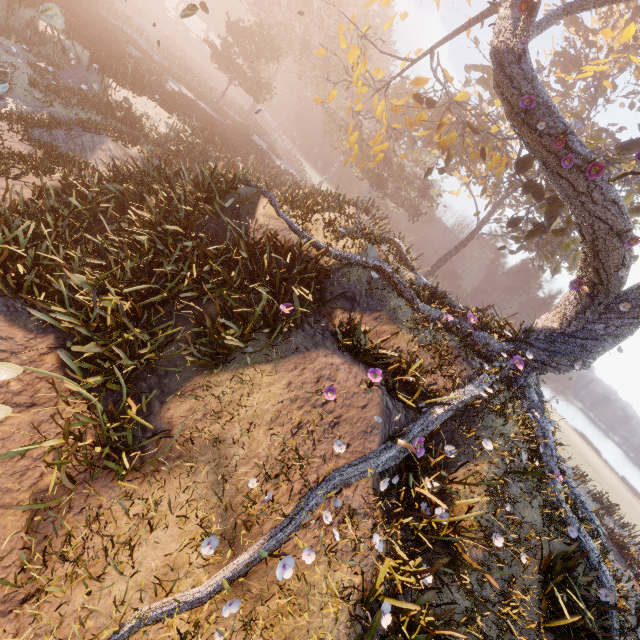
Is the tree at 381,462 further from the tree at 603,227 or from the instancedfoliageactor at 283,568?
the tree at 603,227

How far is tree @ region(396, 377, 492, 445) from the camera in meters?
6.8 m

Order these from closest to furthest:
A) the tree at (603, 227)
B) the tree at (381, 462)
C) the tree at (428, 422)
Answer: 1. the tree at (381, 462)
2. the tree at (428, 422)
3. the tree at (603, 227)

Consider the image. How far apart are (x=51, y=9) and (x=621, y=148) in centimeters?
1558cm

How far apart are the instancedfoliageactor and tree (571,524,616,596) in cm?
762

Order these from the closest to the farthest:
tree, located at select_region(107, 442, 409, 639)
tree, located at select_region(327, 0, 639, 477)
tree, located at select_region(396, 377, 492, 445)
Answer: tree, located at select_region(107, 442, 409, 639), tree, located at select_region(396, 377, 492, 445), tree, located at select_region(327, 0, 639, 477)

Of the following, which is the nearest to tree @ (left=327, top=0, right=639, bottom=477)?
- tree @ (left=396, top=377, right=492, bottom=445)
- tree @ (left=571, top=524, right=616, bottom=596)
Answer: tree @ (left=571, top=524, right=616, bottom=596)

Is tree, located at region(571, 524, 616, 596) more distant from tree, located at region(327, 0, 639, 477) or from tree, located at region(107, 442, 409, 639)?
tree, located at region(107, 442, 409, 639)
